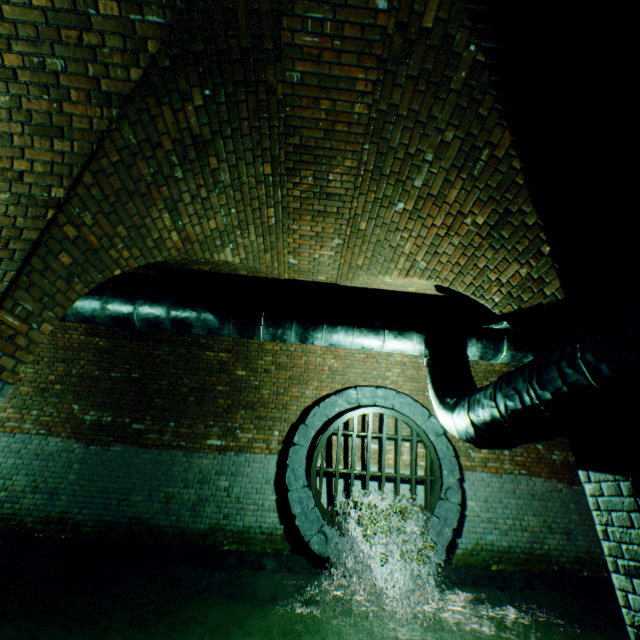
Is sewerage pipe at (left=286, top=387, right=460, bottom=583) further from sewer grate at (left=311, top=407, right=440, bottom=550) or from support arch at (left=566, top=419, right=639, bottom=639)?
support arch at (left=566, top=419, right=639, bottom=639)

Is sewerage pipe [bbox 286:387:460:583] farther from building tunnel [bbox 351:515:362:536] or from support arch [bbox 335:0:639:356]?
support arch [bbox 335:0:639:356]

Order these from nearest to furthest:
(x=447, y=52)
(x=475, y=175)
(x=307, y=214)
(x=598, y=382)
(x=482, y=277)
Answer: (x=598, y=382)
(x=447, y=52)
(x=475, y=175)
(x=482, y=277)
(x=307, y=214)

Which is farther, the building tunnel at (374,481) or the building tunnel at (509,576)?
the building tunnel at (374,481)

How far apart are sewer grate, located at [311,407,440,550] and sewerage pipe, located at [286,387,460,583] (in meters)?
0.01

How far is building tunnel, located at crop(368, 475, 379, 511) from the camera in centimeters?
632cm

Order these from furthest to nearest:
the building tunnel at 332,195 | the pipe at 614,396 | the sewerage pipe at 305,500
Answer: the sewerage pipe at 305,500 < the building tunnel at 332,195 < the pipe at 614,396

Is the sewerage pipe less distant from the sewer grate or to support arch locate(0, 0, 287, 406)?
the sewer grate
